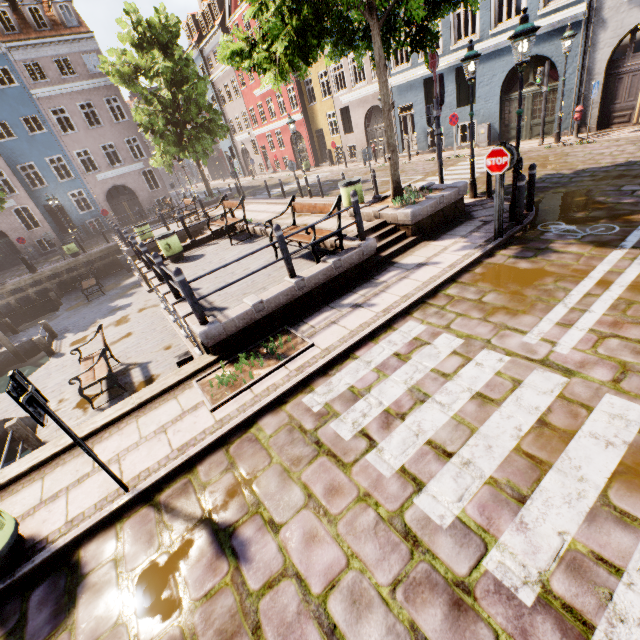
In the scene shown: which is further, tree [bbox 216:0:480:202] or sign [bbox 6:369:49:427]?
tree [bbox 216:0:480:202]

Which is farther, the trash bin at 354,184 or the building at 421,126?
the building at 421,126

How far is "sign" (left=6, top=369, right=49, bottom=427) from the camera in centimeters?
294cm

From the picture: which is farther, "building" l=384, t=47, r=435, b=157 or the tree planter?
"building" l=384, t=47, r=435, b=157

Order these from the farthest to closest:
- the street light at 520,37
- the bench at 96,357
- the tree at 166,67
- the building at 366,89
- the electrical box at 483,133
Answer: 1. the building at 366,89
2. the tree at 166,67
3. the electrical box at 483,133
4. the bench at 96,357
5. the street light at 520,37

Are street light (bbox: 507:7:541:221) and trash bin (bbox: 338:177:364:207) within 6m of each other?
yes

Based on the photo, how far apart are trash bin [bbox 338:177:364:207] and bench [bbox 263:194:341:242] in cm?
200

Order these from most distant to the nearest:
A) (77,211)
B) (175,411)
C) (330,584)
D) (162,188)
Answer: (162,188), (77,211), (175,411), (330,584)
